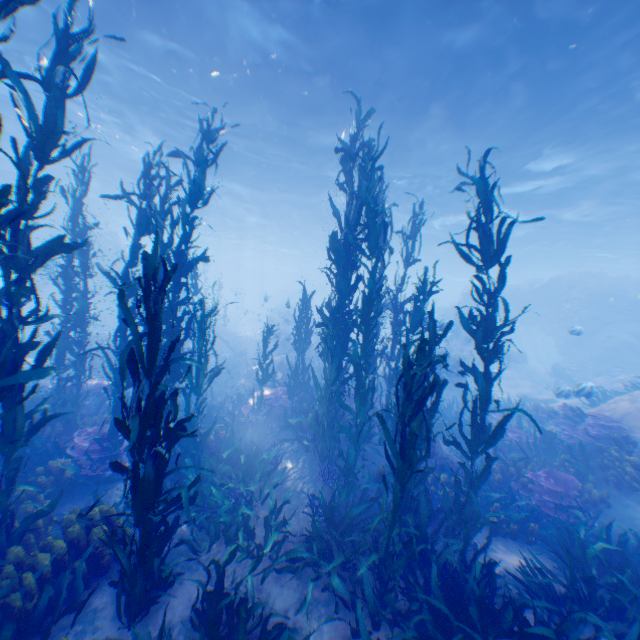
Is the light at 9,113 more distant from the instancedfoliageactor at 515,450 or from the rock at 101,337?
the instancedfoliageactor at 515,450

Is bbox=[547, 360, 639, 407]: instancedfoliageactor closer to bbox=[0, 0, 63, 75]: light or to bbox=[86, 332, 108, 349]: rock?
bbox=[86, 332, 108, 349]: rock

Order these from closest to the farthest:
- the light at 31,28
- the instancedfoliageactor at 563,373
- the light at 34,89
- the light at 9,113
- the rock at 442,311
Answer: the light at 31,28, the instancedfoliageactor at 563,373, the light at 34,89, the light at 9,113, the rock at 442,311

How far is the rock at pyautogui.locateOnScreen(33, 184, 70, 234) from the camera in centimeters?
2602cm

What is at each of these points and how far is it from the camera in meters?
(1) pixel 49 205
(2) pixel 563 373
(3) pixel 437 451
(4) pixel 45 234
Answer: (1) rock, 26.1
(2) instancedfoliageactor, 21.5
(3) rock, 8.7
(4) rock, 27.3

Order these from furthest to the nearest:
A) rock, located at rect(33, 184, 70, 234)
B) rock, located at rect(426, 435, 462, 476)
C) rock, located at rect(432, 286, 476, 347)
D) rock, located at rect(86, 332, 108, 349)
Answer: rock, located at rect(432, 286, 476, 347)
rock, located at rect(33, 184, 70, 234)
rock, located at rect(86, 332, 108, 349)
rock, located at rect(426, 435, 462, 476)

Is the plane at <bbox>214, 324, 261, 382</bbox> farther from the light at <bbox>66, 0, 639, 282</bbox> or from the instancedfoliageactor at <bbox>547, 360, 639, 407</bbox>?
the light at <bbox>66, 0, 639, 282</bbox>
